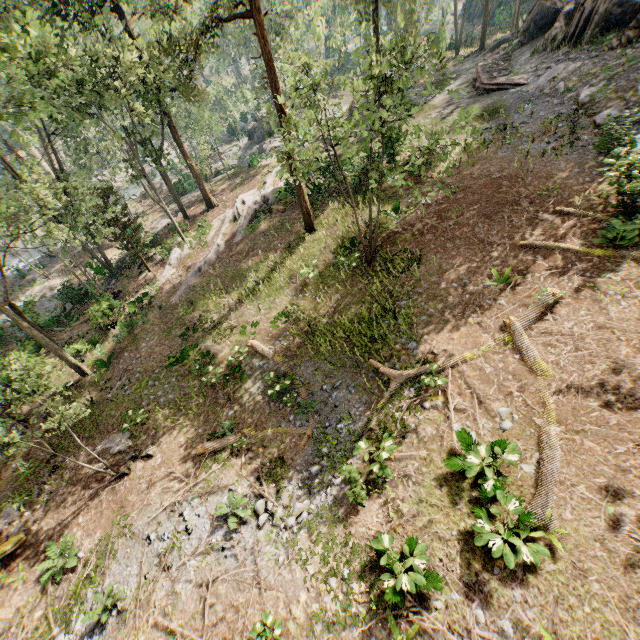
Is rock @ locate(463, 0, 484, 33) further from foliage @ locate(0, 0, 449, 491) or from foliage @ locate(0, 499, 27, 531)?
foliage @ locate(0, 499, 27, 531)

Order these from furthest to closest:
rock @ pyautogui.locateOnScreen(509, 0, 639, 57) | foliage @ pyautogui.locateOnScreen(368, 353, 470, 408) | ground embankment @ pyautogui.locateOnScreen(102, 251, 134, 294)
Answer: → ground embankment @ pyautogui.locateOnScreen(102, 251, 134, 294) < rock @ pyautogui.locateOnScreen(509, 0, 639, 57) < foliage @ pyautogui.locateOnScreen(368, 353, 470, 408)

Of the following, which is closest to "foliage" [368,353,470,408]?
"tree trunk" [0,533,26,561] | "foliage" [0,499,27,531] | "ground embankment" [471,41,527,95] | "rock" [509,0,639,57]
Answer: "rock" [509,0,639,57]

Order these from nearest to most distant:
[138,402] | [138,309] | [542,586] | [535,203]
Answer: [542,586] < [535,203] < [138,402] < [138,309]

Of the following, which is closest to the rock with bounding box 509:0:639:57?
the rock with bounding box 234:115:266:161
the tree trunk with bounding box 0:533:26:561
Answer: the rock with bounding box 234:115:266:161

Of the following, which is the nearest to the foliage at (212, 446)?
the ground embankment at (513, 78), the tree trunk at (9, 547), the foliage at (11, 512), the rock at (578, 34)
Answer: the rock at (578, 34)

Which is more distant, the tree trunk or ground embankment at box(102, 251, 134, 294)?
ground embankment at box(102, 251, 134, 294)

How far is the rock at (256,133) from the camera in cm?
4469
